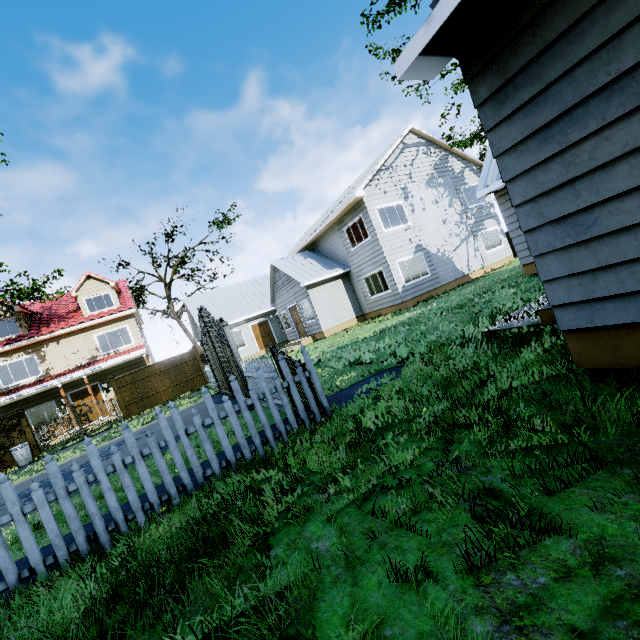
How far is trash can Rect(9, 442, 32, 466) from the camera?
14.7m

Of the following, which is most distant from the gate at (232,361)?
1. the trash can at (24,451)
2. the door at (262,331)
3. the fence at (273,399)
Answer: the door at (262,331)

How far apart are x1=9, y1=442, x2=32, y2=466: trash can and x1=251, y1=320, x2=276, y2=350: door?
13.9 meters

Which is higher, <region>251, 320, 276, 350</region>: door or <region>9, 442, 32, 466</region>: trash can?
<region>251, 320, 276, 350</region>: door

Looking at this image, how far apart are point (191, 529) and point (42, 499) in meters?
1.8

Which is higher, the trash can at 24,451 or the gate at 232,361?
the gate at 232,361

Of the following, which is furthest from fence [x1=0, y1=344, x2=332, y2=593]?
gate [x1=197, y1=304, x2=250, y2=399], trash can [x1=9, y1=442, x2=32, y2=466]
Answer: gate [x1=197, y1=304, x2=250, y2=399]

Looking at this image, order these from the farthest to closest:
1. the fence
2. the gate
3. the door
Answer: the door
the gate
the fence
